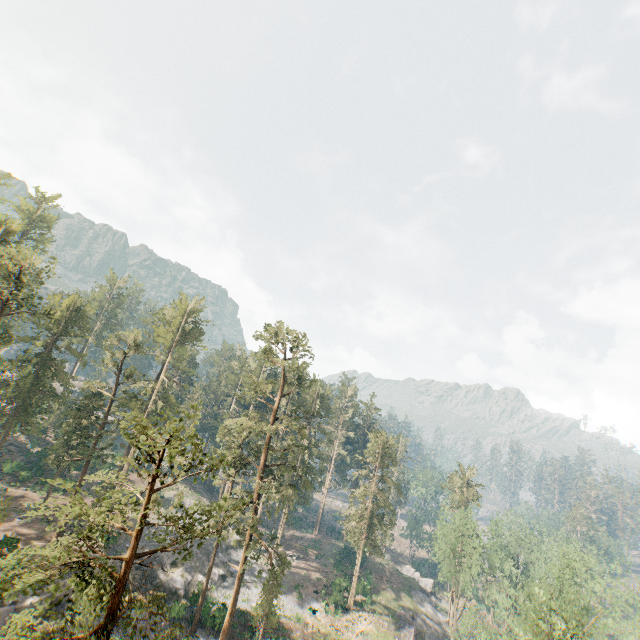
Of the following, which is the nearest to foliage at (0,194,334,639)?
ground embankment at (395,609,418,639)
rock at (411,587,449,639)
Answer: rock at (411,587,449,639)

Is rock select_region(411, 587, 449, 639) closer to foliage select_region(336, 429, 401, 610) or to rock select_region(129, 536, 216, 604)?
foliage select_region(336, 429, 401, 610)

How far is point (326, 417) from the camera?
58.4m

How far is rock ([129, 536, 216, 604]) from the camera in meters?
35.5

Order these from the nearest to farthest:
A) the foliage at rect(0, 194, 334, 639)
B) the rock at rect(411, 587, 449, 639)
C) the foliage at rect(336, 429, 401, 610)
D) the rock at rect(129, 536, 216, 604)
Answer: the foliage at rect(0, 194, 334, 639) → the rock at rect(129, 536, 216, 604) → the foliage at rect(336, 429, 401, 610) → the rock at rect(411, 587, 449, 639)

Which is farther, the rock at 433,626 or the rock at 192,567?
the rock at 433,626

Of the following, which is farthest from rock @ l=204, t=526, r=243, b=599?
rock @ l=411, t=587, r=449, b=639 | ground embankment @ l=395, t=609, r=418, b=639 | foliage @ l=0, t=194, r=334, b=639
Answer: rock @ l=411, t=587, r=449, b=639
